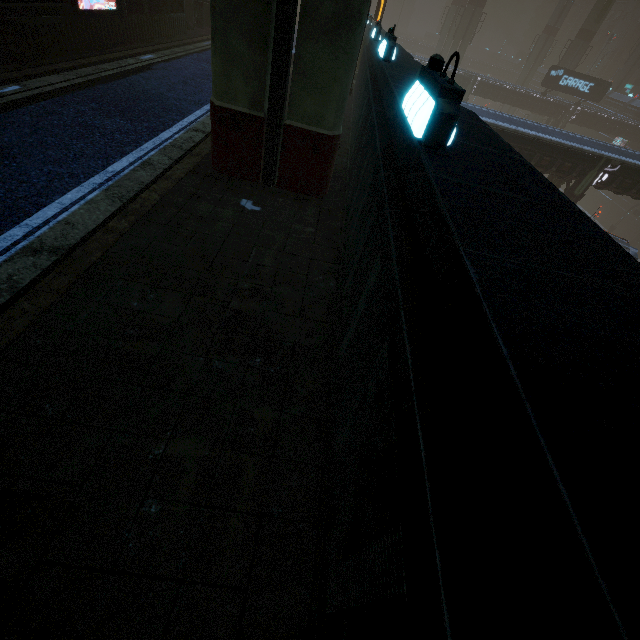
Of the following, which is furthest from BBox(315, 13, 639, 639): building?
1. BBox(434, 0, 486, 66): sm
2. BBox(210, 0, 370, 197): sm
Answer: BBox(210, 0, 370, 197): sm

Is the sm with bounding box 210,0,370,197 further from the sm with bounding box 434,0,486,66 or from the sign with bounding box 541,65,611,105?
the sign with bounding box 541,65,611,105

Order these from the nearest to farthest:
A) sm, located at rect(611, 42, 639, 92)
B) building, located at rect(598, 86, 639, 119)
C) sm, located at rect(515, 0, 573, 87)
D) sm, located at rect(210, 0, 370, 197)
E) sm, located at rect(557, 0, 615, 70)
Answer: sm, located at rect(210, 0, 370, 197) → sm, located at rect(557, 0, 615, 70) → building, located at rect(598, 86, 639, 119) → sm, located at rect(515, 0, 573, 87) → sm, located at rect(611, 42, 639, 92)

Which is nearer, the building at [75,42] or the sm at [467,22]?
the building at [75,42]

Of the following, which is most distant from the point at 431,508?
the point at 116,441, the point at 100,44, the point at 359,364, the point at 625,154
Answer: the point at 625,154

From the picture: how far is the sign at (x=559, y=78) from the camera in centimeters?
3672cm

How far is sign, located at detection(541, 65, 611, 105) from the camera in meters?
36.7 m
